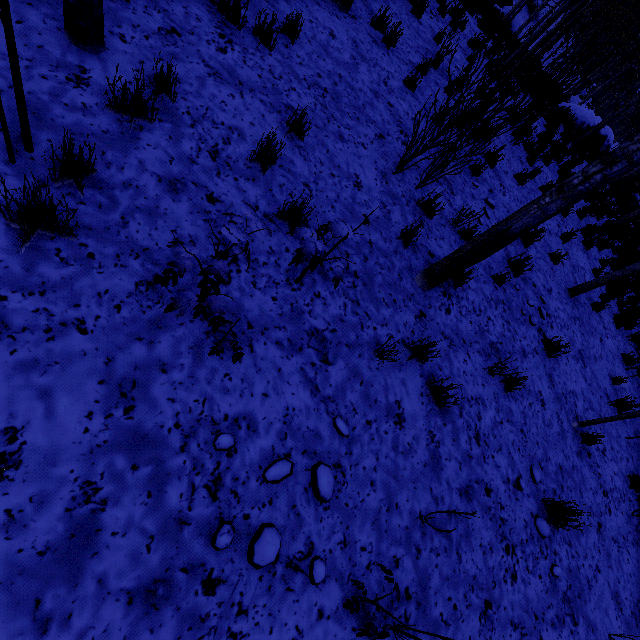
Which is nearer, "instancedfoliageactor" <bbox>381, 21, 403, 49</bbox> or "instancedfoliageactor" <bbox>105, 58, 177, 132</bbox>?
"instancedfoliageactor" <bbox>105, 58, 177, 132</bbox>

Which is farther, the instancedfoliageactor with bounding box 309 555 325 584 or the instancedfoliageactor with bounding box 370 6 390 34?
the instancedfoliageactor with bounding box 370 6 390 34

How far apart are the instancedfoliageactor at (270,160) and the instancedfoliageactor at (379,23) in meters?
4.8 m

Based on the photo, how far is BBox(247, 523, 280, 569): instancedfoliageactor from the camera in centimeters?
214cm

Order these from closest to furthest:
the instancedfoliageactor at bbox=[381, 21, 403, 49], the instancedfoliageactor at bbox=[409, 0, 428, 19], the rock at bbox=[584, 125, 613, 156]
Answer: the instancedfoliageactor at bbox=[381, 21, 403, 49]
the instancedfoliageactor at bbox=[409, 0, 428, 19]
the rock at bbox=[584, 125, 613, 156]

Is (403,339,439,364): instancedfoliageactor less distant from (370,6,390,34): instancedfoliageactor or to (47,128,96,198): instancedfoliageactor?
(47,128,96,198): instancedfoliageactor

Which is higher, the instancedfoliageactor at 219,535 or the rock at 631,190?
the rock at 631,190

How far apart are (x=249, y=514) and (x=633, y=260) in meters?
16.5 m
